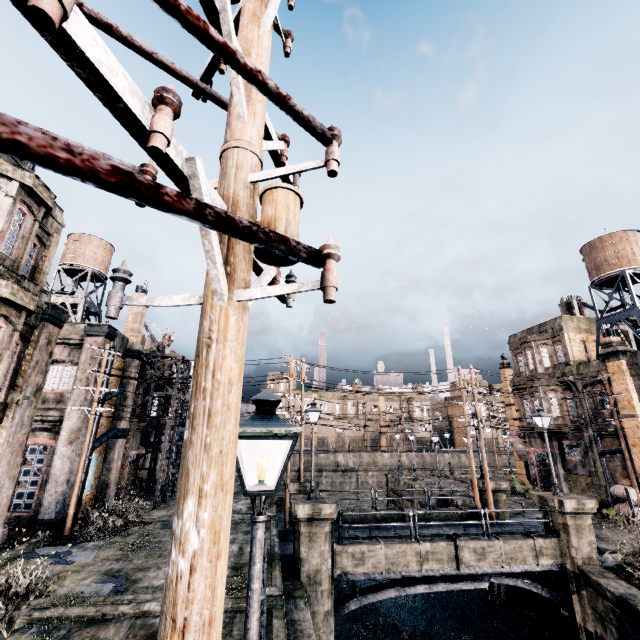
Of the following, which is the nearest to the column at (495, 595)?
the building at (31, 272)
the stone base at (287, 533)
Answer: the stone base at (287, 533)

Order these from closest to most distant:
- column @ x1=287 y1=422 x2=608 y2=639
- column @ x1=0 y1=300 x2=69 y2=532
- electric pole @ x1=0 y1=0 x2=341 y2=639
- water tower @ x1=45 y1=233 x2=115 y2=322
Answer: electric pole @ x1=0 y1=0 x2=341 y2=639
column @ x1=0 y1=300 x2=69 y2=532
column @ x1=287 y1=422 x2=608 y2=639
water tower @ x1=45 y1=233 x2=115 y2=322

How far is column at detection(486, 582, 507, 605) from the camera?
19.42m

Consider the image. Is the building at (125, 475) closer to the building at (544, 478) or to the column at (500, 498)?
the column at (500, 498)

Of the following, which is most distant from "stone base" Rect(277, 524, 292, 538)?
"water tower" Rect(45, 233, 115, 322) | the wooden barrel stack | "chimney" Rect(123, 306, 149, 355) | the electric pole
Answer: "water tower" Rect(45, 233, 115, 322)

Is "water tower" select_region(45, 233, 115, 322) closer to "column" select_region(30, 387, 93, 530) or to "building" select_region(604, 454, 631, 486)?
"column" select_region(30, 387, 93, 530)

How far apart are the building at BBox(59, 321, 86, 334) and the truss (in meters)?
21.33

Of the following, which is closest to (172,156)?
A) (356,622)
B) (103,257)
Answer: (356,622)
